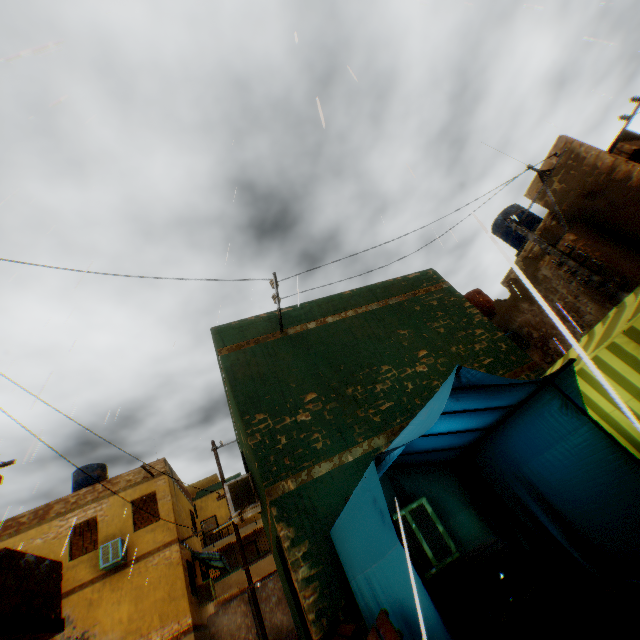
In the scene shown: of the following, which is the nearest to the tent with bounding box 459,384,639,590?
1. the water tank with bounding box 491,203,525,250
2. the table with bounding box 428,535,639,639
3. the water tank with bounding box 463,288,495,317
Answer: the table with bounding box 428,535,639,639

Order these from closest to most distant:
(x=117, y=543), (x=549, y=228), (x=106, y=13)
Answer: (x=106, y=13) → (x=549, y=228) → (x=117, y=543)

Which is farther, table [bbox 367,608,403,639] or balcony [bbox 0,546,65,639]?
balcony [bbox 0,546,65,639]

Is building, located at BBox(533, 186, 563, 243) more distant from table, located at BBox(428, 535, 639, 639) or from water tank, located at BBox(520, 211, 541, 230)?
water tank, located at BBox(520, 211, 541, 230)

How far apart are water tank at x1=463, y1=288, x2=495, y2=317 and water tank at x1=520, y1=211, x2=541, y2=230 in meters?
2.3 m

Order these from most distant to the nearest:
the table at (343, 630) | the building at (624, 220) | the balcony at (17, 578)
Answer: the building at (624, 220) < the balcony at (17, 578) < the table at (343, 630)

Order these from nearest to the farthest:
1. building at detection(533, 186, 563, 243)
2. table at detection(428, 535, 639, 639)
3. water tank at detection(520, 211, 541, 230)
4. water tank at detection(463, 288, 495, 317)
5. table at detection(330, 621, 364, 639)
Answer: Result: table at detection(428, 535, 639, 639) → table at detection(330, 621, 364, 639) → building at detection(533, 186, 563, 243) → water tank at detection(520, 211, 541, 230) → water tank at detection(463, 288, 495, 317)

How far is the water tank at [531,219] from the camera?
14.1m
